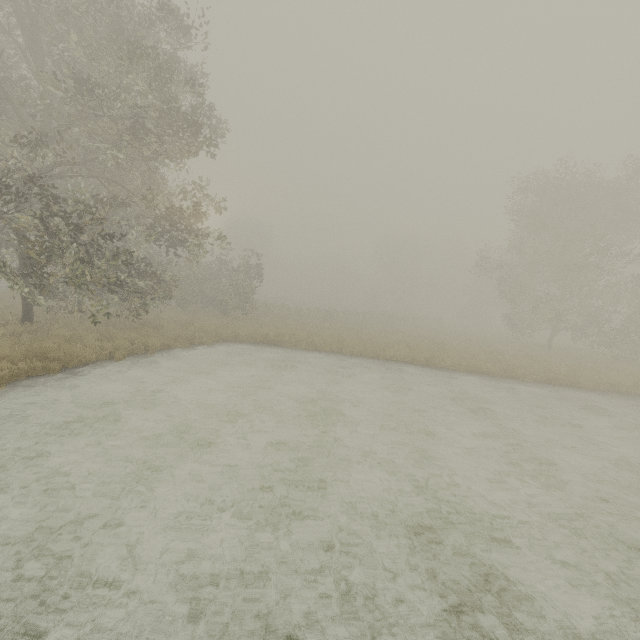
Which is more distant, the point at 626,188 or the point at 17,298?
the point at 626,188
